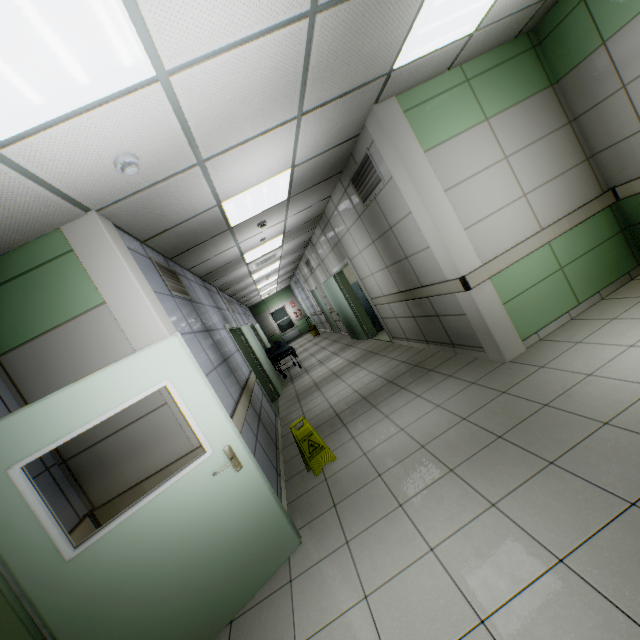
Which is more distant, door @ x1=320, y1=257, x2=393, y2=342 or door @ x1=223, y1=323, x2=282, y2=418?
door @ x1=320, y1=257, x2=393, y2=342

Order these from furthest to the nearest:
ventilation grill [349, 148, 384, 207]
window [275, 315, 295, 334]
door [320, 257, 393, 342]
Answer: window [275, 315, 295, 334] → door [320, 257, 393, 342] → ventilation grill [349, 148, 384, 207]

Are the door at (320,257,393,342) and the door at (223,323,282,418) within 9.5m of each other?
yes

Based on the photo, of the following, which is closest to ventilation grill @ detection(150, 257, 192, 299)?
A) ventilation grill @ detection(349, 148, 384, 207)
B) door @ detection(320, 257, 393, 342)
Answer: ventilation grill @ detection(349, 148, 384, 207)

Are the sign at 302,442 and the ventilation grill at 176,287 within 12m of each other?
yes

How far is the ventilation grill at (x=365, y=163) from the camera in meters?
4.2

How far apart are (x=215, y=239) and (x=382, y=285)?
3.1m

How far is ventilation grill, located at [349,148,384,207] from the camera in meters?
4.2 m
